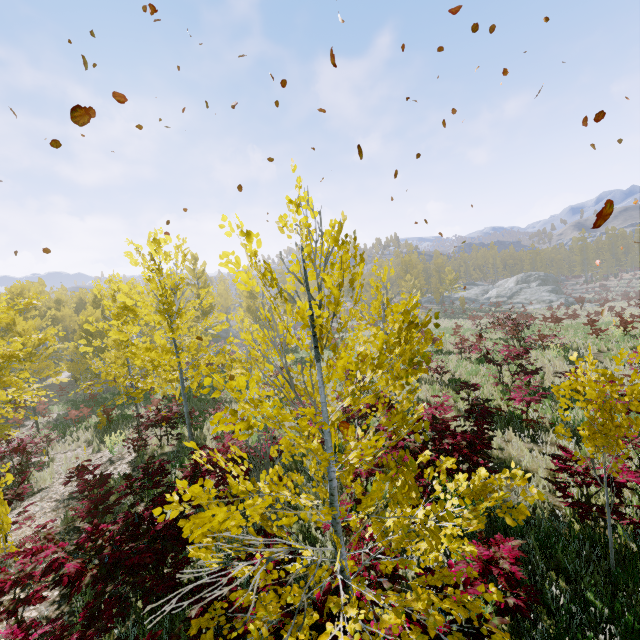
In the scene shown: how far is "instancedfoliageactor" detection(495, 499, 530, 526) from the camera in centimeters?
215cm

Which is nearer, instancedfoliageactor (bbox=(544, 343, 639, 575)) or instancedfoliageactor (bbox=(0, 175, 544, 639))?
instancedfoliageactor (bbox=(0, 175, 544, 639))

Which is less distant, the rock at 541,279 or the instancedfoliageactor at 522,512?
the instancedfoliageactor at 522,512

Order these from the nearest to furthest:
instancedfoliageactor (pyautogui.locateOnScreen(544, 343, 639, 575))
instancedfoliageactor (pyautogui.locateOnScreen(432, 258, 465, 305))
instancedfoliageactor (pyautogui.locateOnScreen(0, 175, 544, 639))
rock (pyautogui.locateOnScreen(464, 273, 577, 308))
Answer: instancedfoliageactor (pyautogui.locateOnScreen(0, 175, 544, 639))
instancedfoliageactor (pyautogui.locateOnScreen(544, 343, 639, 575))
rock (pyautogui.locateOnScreen(464, 273, 577, 308))
instancedfoliageactor (pyautogui.locateOnScreen(432, 258, 465, 305))

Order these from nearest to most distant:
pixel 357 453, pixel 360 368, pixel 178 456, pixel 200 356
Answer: pixel 357 453
pixel 360 368
pixel 200 356
pixel 178 456

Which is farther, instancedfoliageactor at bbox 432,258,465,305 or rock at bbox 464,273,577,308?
instancedfoliageactor at bbox 432,258,465,305

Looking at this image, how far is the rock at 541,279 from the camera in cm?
4497

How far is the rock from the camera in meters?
45.0
